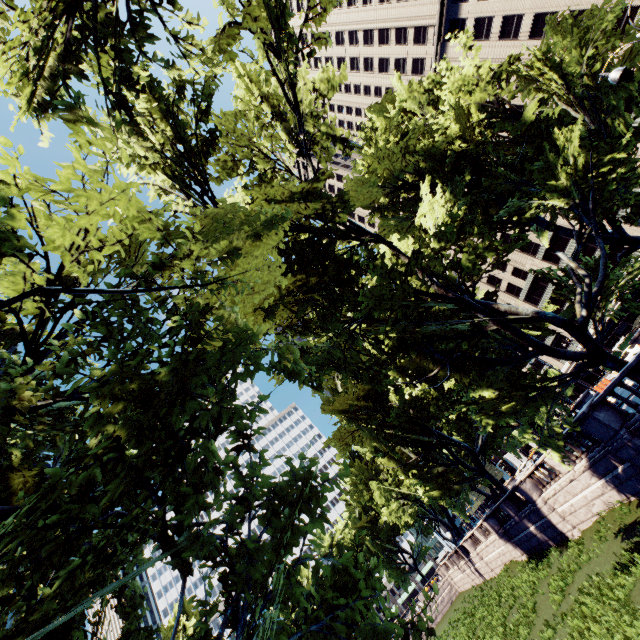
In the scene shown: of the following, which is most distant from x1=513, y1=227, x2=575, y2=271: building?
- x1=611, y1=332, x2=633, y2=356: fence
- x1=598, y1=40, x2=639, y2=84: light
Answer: x1=598, y1=40, x2=639, y2=84: light

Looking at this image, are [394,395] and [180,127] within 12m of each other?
no

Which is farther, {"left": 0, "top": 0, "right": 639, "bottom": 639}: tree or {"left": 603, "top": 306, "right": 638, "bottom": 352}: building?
{"left": 603, "top": 306, "right": 638, "bottom": 352}: building

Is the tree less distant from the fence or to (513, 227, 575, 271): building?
(513, 227, 575, 271): building

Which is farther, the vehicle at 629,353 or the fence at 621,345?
the fence at 621,345

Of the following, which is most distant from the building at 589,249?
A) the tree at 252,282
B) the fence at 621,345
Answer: the tree at 252,282

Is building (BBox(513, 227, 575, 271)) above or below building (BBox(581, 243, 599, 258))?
above

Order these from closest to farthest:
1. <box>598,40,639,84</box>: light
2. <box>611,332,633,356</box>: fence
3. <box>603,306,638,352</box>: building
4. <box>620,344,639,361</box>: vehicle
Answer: <box>598,40,639,84</box>: light, <box>620,344,639,361</box>: vehicle, <box>611,332,633,356</box>: fence, <box>603,306,638,352</box>: building
